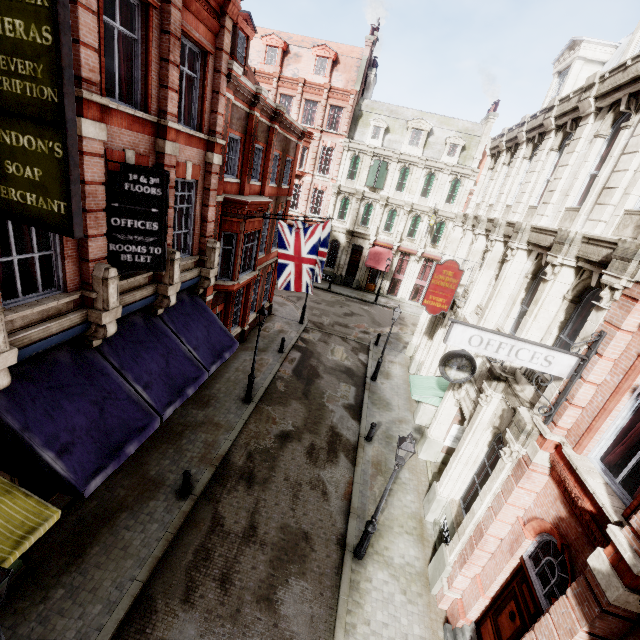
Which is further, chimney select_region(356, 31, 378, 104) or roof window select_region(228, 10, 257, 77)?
chimney select_region(356, 31, 378, 104)

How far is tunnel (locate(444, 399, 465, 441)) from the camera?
12.69m

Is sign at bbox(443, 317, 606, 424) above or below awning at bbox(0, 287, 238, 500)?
above

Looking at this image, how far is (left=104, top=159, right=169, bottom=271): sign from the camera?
7.3 meters

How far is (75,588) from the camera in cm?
770

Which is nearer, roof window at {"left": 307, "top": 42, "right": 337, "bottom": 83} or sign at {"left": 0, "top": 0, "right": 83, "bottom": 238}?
sign at {"left": 0, "top": 0, "right": 83, "bottom": 238}

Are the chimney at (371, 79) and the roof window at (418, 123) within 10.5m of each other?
yes

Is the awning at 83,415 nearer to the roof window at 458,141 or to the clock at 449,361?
the clock at 449,361
